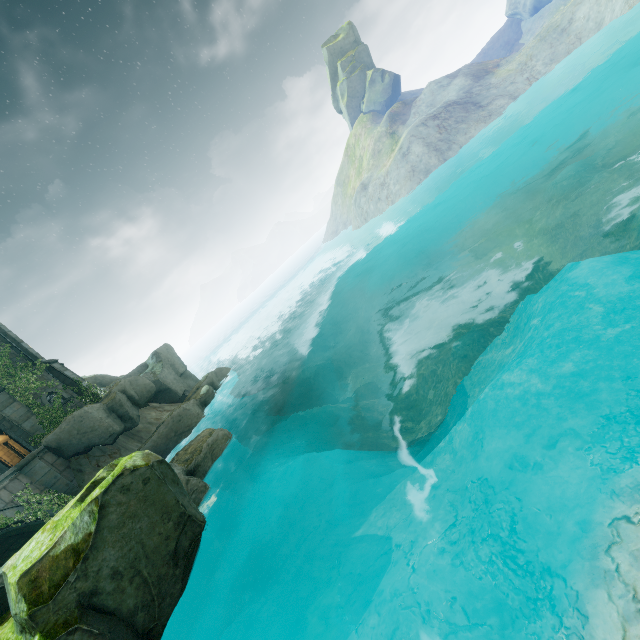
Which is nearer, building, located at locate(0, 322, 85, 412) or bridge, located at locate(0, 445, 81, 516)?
bridge, located at locate(0, 445, 81, 516)

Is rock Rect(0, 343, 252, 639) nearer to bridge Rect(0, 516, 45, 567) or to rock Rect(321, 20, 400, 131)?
bridge Rect(0, 516, 45, 567)

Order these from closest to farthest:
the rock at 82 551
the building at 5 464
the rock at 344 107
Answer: the rock at 82 551 → the building at 5 464 → the rock at 344 107

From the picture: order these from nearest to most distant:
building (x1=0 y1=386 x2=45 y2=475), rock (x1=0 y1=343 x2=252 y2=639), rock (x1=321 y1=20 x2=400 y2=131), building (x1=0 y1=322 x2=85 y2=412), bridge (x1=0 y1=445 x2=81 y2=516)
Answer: rock (x1=0 y1=343 x2=252 y2=639) < bridge (x1=0 y1=445 x2=81 y2=516) < building (x1=0 y1=386 x2=45 y2=475) < building (x1=0 y1=322 x2=85 y2=412) < rock (x1=321 y1=20 x2=400 y2=131)

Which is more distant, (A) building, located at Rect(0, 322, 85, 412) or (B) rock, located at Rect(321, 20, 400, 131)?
(B) rock, located at Rect(321, 20, 400, 131)

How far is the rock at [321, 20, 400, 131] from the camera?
52.0m

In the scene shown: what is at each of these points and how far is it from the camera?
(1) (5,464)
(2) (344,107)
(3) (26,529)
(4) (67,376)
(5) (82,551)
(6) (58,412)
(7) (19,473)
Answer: (1) building, 17.8m
(2) rock, 56.8m
(3) bridge, 13.3m
(4) building, 20.7m
(5) rock, 5.7m
(6) plant, 18.6m
(7) bridge, 14.7m

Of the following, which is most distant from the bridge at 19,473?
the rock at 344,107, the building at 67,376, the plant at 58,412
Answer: the rock at 344,107
